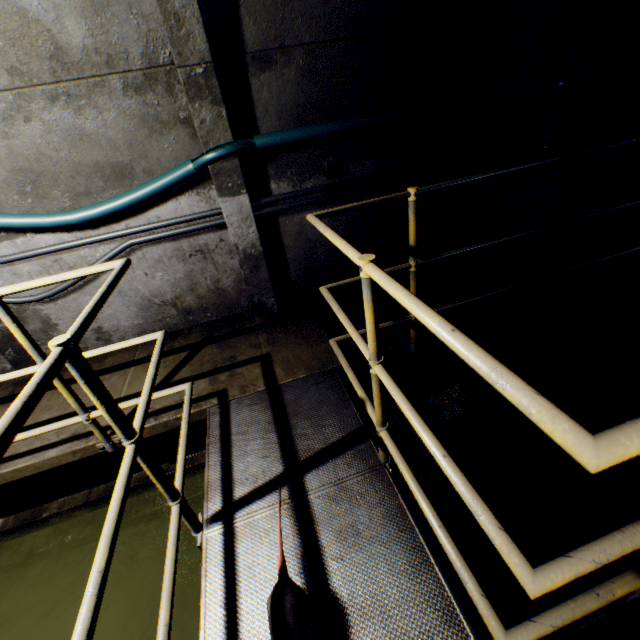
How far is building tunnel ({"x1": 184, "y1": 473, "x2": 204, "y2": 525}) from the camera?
2.8m

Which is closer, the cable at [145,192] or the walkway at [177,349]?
the walkway at [177,349]

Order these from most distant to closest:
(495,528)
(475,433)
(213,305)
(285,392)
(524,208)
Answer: (524,208), (213,305), (475,433), (285,392), (495,528)

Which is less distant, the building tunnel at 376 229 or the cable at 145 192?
the cable at 145 192

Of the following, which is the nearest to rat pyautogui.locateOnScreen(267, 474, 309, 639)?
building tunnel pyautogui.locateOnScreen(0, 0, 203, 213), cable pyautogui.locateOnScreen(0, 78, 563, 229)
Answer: building tunnel pyautogui.locateOnScreen(0, 0, 203, 213)

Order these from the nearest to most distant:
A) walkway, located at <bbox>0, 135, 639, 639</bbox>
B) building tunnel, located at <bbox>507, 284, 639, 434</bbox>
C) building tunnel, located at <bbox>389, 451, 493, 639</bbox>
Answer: walkway, located at <bbox>0, 135, 639, 639</bbox>
building tunnel, located at <bbox>389, 451, 493, 639</bbox>
building tunnel, located at <bbox>507, 284, 639, 434</bbox>

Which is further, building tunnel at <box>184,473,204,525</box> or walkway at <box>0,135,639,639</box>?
building tunnel at <box>184,473,204,525</box>
